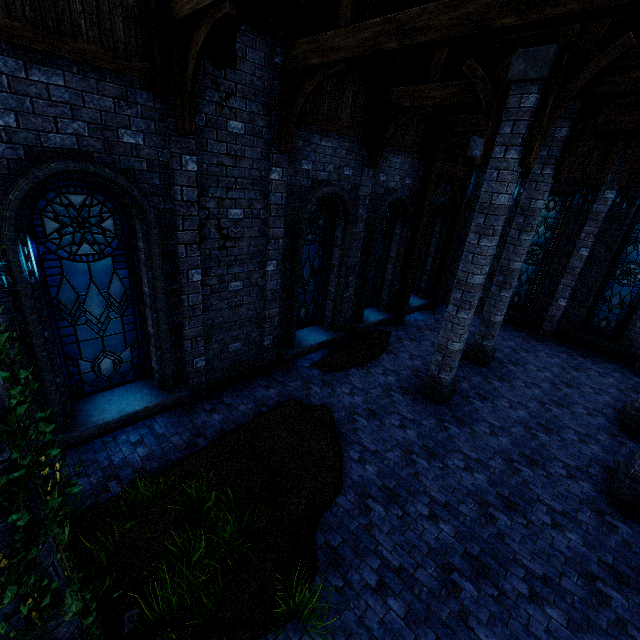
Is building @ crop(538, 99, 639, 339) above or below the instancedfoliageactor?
above

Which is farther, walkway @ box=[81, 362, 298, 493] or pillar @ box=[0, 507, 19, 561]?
walkway @ box=[81, 362, 298, 493]

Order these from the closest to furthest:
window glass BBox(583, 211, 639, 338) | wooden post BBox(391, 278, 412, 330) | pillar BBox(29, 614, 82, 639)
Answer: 1. pillar BBox(29, 614, 82, 639)
2. window glass BBox(583, 211, 639, 338)
3. wooden post BBox(391, 278, 412, 330)

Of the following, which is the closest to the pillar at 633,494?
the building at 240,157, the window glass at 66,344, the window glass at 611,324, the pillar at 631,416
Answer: the building at 240,157

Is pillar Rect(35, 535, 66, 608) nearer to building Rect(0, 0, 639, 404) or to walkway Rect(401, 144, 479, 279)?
building Rect(0, 0, 639, 404)

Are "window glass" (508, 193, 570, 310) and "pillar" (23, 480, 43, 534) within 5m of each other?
no

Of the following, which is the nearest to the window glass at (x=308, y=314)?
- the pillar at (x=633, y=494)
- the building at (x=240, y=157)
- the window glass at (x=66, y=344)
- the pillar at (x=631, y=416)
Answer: the building at (x=240, y=157)

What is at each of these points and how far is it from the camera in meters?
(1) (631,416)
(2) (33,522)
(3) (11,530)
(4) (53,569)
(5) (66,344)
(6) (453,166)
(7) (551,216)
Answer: (1) pillar, 7.9
(2) pillar, 2.0
(3) pillar, 1.9
(4) pillar, 2.2
(5) window glass, 5.4
(6) walkway, 11.2
(7) window glass, 12.4
